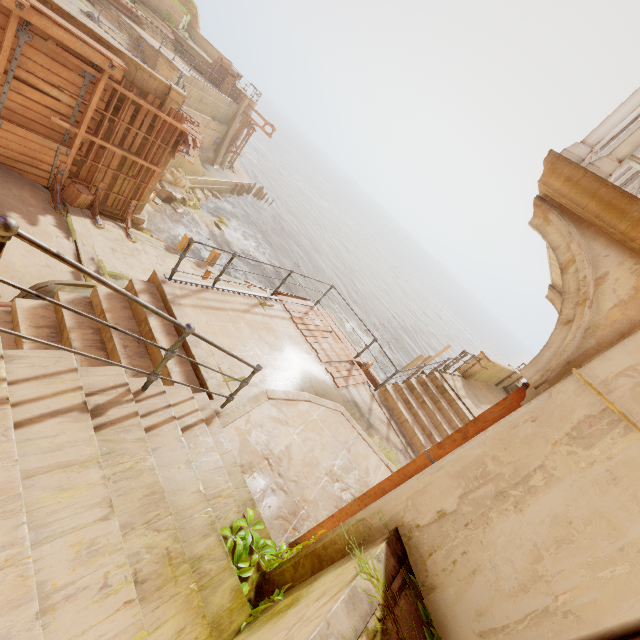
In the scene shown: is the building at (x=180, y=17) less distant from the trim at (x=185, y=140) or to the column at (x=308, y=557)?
the trim at (x=185, y=140)

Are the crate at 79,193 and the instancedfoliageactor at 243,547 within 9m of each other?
no

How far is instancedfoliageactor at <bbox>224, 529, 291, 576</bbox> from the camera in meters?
3.0

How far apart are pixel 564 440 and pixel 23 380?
3.5 meters

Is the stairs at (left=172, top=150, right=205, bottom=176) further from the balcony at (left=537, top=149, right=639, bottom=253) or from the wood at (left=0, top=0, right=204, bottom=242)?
the balcony at (left=537, top=149, right=639, bottom=253)

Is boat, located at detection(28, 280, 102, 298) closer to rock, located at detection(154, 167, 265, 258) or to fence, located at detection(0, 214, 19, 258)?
fence, located at detection(0, 214, 19, 258)

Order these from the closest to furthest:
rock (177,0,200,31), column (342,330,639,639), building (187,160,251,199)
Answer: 1. column (342,330,639,639)
2. building (187,160,251,199)
3. rock (177,0,200,31)

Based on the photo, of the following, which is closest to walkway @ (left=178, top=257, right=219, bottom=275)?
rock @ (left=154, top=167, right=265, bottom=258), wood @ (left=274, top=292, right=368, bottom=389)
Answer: wood @ (left=274, top=292, right=368, bottom=389)
